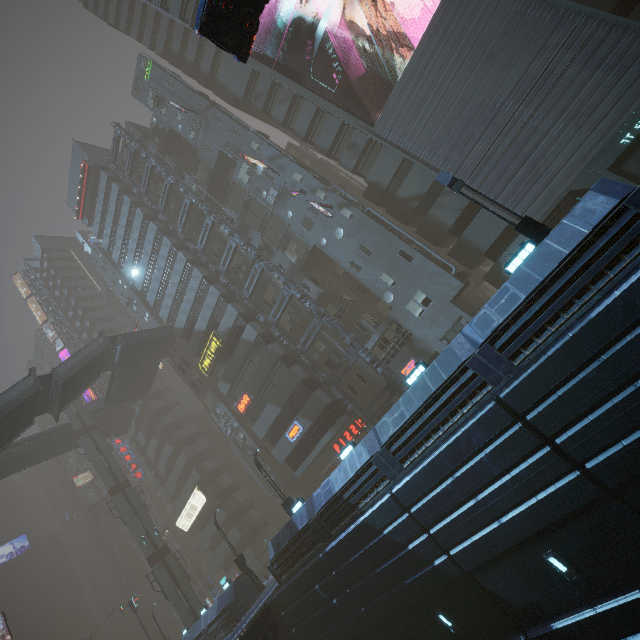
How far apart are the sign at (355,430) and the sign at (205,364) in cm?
1424

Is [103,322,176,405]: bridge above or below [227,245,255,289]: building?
above

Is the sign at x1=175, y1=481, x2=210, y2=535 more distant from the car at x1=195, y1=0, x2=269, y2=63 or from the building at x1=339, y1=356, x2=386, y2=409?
the car at x1=195, y1=0, x2=269, y2=63

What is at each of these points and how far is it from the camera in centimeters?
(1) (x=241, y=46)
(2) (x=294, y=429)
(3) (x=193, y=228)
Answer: (1) car, 1039cm
(2) sign, 2862cm
(3) building, 3681cm

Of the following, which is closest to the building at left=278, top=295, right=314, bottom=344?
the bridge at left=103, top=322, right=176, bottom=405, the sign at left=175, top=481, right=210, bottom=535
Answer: the sign at left=175, top=481, right=210, bottom=535

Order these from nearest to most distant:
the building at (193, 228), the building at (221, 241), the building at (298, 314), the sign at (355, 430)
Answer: the sign at (355, 430)
the building at (298, 314)
the building at (221, 241)
the building at (193, 228)

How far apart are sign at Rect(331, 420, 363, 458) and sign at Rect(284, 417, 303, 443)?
3.70m

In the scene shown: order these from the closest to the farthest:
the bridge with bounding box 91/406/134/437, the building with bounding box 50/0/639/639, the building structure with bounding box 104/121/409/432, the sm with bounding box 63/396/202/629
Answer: A:
1. the building with bounding box 50/0/639/639
2. the building structure with bounding box 104/121/409/432
3. the sm with bounding box 63/396/202/629
4. the bridge with bounding box 91/406/134/437
